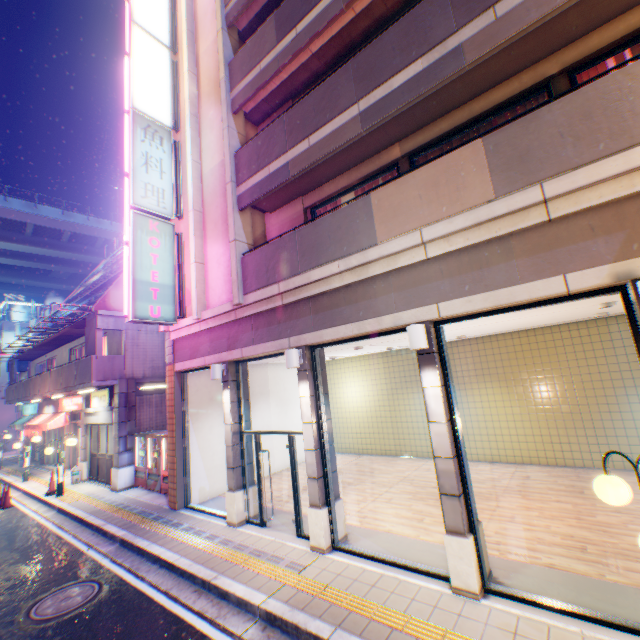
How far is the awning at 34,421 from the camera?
17.4 meters

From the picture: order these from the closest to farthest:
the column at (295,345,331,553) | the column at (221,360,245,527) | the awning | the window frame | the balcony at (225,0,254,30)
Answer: the window frame → the column at (295,345,331,553) → the column at (221,360,245,527) → the balcony at (225,0,254,30) → the awning

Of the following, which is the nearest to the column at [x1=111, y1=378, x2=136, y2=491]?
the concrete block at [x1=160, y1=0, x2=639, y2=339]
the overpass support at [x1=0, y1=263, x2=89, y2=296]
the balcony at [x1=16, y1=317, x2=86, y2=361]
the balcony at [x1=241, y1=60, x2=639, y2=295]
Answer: the balcony at [x1=16, y1=317, x2=86, y2=361]

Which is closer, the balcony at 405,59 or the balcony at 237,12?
the balcony at 405,59

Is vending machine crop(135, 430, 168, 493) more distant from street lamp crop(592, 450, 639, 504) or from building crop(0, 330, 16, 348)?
building crop(0, 330, 16, 348)

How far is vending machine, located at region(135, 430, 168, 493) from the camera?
11.73m

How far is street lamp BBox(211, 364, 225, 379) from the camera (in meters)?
8.65

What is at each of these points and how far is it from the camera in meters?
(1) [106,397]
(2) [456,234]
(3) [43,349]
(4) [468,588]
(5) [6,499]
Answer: (1) sign, 14.1 m
(2) concrete block, 5.2 m
(3) balcony, 20.7 m
(4) column, 4.8 m
(5) road cone, 12.9 m
